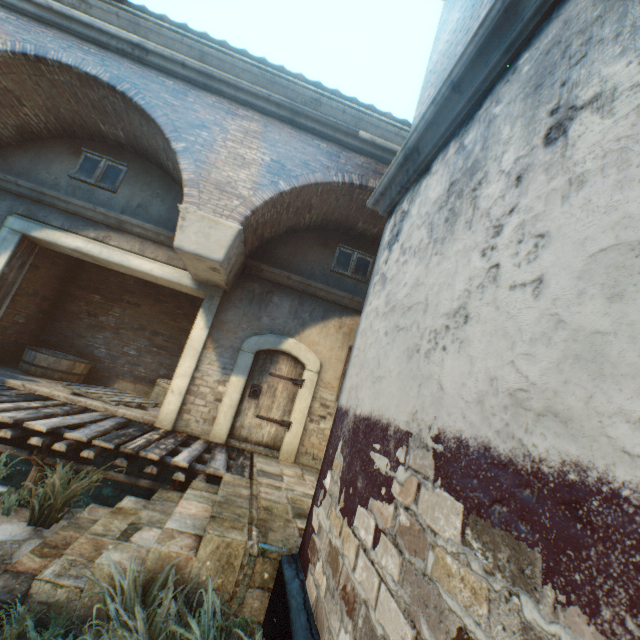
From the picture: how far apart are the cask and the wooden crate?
1.69m

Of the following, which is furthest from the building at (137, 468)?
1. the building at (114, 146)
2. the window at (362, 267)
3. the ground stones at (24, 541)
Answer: the ground stones at (24, 541)

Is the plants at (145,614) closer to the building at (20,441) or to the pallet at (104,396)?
the building at (20,441)

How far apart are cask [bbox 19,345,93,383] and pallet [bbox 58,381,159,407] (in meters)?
0.71

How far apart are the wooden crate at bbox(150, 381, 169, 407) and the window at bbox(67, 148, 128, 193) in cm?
462

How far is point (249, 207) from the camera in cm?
573

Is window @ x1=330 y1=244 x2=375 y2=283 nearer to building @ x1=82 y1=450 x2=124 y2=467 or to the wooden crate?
building @ x1=82 y1=450 x2=124 y2=467

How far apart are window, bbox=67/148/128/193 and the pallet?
4.3 meters
